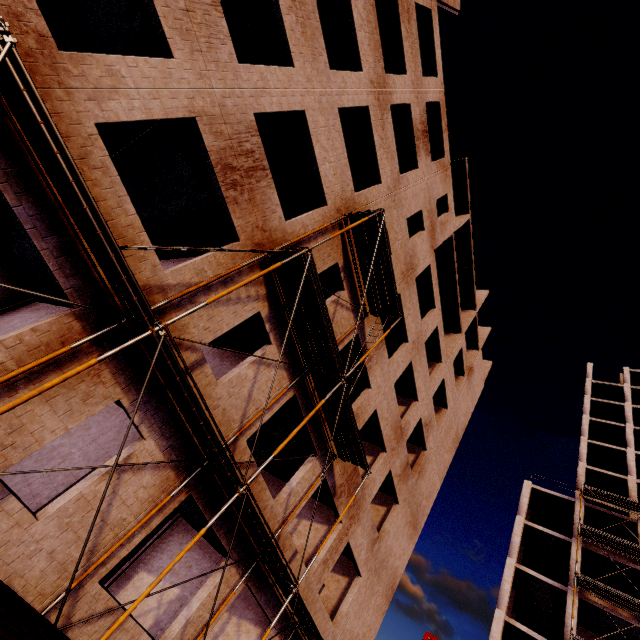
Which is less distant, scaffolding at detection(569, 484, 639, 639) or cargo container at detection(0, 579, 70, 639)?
cargo container at detection(0, 579, 70, 639)

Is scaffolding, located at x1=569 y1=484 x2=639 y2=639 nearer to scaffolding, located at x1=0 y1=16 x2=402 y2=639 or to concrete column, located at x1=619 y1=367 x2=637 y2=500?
concrete column, located at x1=619 y1=367 x2=637 y2=500

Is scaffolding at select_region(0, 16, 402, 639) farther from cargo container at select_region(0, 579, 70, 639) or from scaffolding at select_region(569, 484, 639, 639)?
scaffolding at select_region(569, 484, 639, 639)

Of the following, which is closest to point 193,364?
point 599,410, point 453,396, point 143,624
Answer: point 143,624

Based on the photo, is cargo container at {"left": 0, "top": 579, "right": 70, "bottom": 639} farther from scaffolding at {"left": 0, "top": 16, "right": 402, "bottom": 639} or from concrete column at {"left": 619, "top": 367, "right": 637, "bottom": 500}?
concrete column at {"left": 619, "top": 367, "right": 637, "bottom": 500}

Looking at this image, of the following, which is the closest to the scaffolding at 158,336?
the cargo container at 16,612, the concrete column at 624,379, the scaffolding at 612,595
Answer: the cargo container at 16,612

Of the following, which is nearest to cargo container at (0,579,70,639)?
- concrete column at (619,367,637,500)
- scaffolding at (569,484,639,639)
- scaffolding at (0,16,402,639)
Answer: scaffolding at (0,16,402,639)
